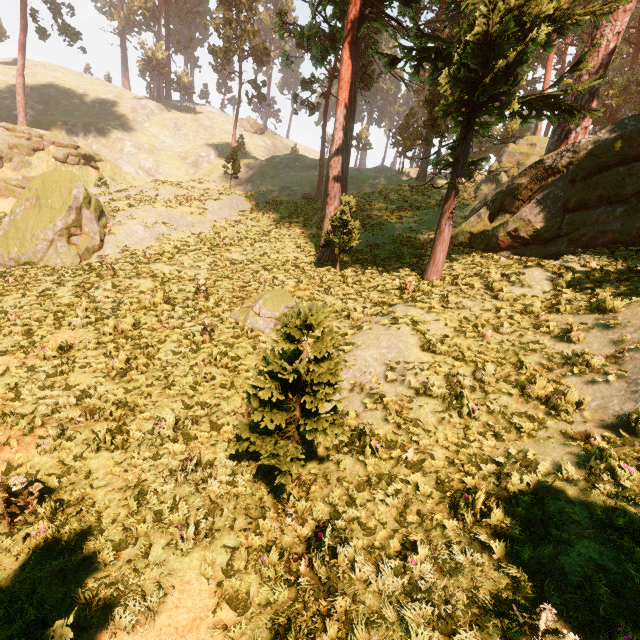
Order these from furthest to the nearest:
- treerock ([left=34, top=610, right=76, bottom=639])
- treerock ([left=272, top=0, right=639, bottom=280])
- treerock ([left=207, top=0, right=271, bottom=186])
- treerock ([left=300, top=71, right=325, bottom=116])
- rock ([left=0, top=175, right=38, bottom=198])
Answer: treerock ([left=207, top=0, right=271, bottom=186]) → treerock ([left=300, top=71, right=325, bottom=116]) → rock ([left=0, top=175, right=38, bottom=198]) → treerock ([left=272, top=0, right=639, bottom=280]) → treerock ([left=34, top=610, right=76, bottom=639])

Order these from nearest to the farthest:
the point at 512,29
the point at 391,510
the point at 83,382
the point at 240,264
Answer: the point at 391,510 → the point at 83,382 → the point at 512,29 → the point at 240,264

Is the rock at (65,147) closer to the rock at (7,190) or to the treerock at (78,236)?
the rock at (7,190)

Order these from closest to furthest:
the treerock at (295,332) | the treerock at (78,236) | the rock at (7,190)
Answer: the treerock at (295,332) < the treerock at (78,236) < the rock at (7,190)

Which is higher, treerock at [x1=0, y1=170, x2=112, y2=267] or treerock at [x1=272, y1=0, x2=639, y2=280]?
treerock at [x1=272, y1=0, x2=639, y2=280]

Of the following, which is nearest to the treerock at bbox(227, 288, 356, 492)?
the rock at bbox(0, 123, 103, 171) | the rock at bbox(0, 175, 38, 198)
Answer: the rock at bbox(0, 123, 103, 171)
